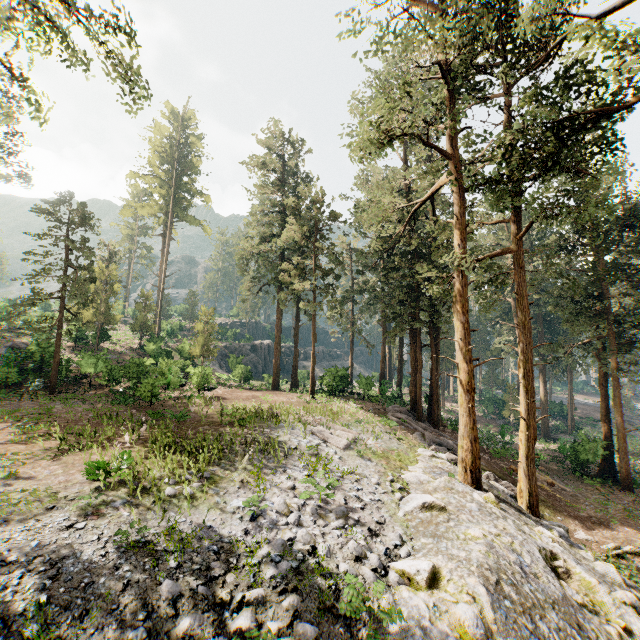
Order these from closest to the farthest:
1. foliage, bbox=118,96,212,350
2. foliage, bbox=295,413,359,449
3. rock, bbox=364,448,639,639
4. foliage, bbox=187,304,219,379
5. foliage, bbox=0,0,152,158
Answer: rock, bbox=364,448,639,639 < foliage, bbox=0,0,152,158 < foliage, bbox=295,413,359,449 < foliage, bbox=187,304,219,379 < foliage, bbox=118,96,212,350

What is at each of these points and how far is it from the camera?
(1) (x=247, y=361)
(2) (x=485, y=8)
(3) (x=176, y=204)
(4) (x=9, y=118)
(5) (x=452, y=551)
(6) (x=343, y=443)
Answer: (1) rock, 51.6m
(2) foliage, 13.9m
(3) foliage, 46.9m
(4) foliage, 14.8m
(5) rock, 8.3m
(6) foliage, 15.4m

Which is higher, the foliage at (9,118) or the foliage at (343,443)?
the foliage at (9,118)

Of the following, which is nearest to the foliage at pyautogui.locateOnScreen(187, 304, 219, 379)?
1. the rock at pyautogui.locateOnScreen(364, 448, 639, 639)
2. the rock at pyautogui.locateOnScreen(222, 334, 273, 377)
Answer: the rock at pyautogui.locateOnScreen(364, 448, 639, 639)

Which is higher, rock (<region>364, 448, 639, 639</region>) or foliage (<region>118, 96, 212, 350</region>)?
foliage (<region>118, 96, 212, 350</region>)

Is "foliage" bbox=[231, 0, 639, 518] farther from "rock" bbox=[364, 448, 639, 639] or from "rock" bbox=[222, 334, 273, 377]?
"rock" bbox=[222, 334, 273, 377]

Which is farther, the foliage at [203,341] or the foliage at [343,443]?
the foliage at [203,341]
